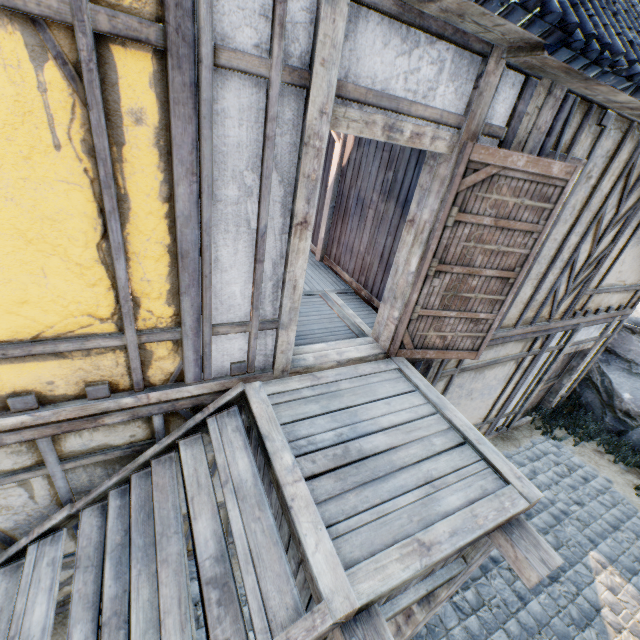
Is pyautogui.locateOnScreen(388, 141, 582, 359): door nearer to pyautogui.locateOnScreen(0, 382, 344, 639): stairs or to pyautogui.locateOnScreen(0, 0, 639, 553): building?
pyautogui.locateOnScreen(0, 0, 639, 553): building

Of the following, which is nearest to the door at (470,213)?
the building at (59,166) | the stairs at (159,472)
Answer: the building at (59,166)

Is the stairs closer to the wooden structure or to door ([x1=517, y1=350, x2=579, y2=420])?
the wooden structure

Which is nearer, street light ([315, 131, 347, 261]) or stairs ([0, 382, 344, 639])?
stairs ([0, 382, 344, 639])

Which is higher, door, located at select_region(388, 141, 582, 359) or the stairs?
door, located at select_region(388, 141, 582, 359)

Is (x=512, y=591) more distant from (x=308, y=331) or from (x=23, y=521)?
(x=23, y=521)

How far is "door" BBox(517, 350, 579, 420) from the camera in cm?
690

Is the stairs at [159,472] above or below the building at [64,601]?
above
